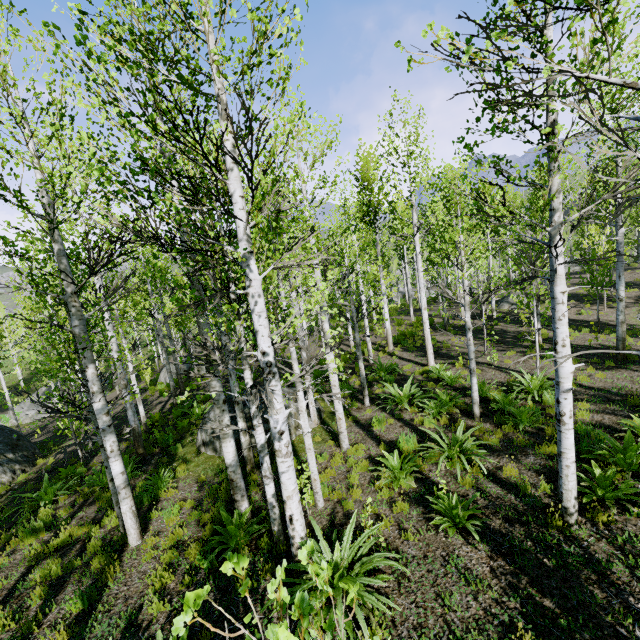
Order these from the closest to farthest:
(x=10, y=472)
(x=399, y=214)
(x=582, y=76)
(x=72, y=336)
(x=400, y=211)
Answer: (x=582, y=76) < (x=72, y=336) < (x=10, y=472) < (x=400, y=211) < (x=399, y=214)

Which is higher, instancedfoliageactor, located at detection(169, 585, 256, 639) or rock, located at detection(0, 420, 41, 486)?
instancedfoliageactor, located at detection(169, 585, 256, 639)

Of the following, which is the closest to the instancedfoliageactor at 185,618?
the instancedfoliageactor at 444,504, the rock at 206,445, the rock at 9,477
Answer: the rock at 206,445

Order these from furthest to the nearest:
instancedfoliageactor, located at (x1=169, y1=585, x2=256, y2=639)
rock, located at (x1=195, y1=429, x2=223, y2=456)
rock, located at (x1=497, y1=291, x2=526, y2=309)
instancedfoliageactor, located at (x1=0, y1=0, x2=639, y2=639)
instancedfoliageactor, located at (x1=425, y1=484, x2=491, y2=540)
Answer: rock, located at (x1=497, y1=291, x2=526, y2=309)
rock, located at (x1=195, y1=429, x2=223, y2=456)
instancedfoliageactor, located at (x1=425, y1=484, x2=491, y2=540)
instancedfoliageactor, located at (x1=0, y1=0, x2=639, y2=639)
instancedfoliageactor, located at (x1=169, y1=585, x2=256, y2=639)

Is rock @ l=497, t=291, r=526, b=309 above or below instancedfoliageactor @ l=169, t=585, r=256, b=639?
below

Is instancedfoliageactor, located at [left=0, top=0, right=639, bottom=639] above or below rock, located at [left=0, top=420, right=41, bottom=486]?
above

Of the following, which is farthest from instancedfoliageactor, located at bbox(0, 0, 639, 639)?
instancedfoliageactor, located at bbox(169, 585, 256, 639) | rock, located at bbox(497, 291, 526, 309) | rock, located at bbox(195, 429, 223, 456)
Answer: rock, located at bbox(497, 291, 526, 309)

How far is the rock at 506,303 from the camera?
21.9 meters
